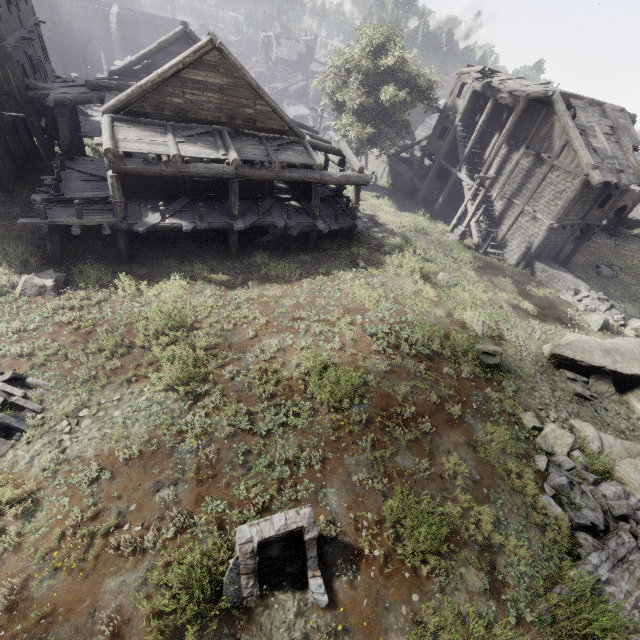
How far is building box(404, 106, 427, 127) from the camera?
56.82m

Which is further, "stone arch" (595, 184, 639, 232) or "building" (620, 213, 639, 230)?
"building" (620, 213, 639, 230)

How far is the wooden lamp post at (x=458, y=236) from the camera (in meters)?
19.83

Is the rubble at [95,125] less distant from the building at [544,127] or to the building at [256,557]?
the building at [544,127]

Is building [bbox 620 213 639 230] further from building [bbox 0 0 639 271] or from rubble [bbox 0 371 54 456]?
rubble [bbox 0 371 54 456]

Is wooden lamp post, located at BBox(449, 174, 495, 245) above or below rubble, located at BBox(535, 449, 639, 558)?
below

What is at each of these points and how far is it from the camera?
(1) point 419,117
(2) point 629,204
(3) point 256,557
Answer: (1) building, 57.7m
(2) stone arch, 34.7m
(3) building, 5.2m

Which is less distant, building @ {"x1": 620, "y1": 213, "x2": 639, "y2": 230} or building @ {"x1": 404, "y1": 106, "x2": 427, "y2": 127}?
building @ {"x1": 620, "y1": 213, "x2": 639, "y2": 230}
